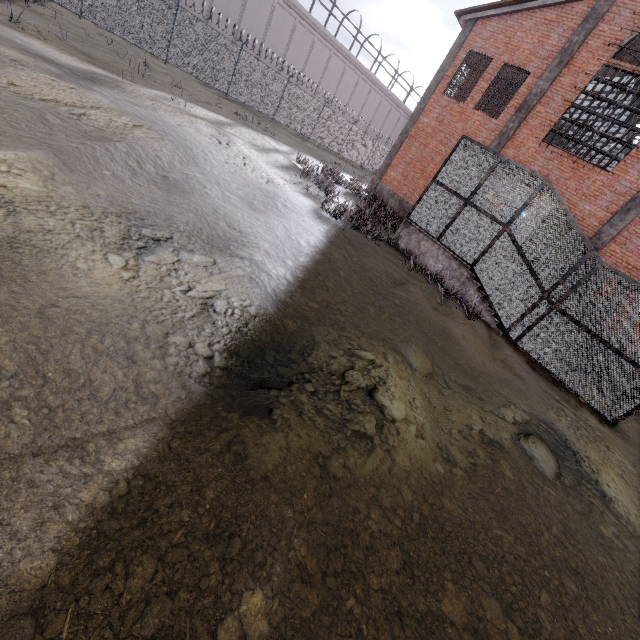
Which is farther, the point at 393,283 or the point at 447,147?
the point at 447,147

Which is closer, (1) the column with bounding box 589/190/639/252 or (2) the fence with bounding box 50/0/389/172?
(1) the column with bounding box 589/190/639/252

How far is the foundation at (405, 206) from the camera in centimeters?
1805cm

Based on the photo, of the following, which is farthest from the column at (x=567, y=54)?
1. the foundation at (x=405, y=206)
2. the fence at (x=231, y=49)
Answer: the fence at (x=231, y=49)

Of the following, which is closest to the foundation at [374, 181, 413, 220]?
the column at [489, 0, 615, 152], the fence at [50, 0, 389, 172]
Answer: the column at [489, 0, 615, 152]

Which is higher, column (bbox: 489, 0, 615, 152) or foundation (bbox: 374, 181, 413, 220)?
column (bbox: 489, 0, 615, 152)

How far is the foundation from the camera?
18.0 meters

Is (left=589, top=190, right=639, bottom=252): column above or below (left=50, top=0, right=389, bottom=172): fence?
above
